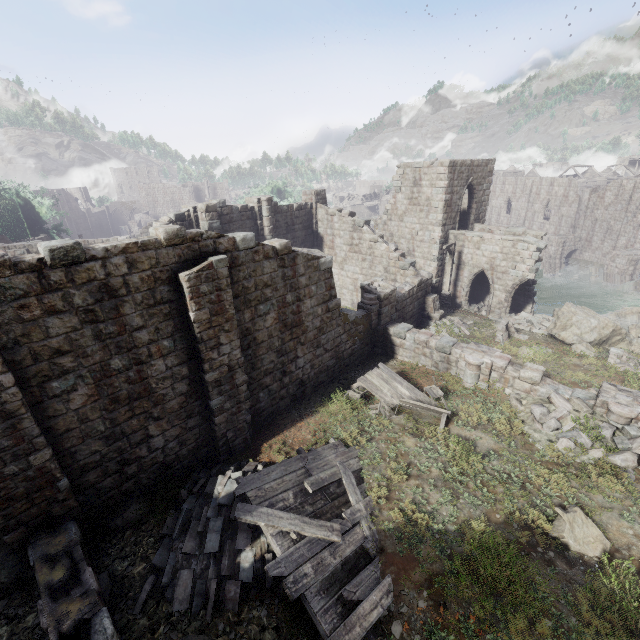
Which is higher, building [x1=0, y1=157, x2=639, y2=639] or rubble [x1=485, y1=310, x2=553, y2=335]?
building [x1=0, y1=157, x2=639, y2=639]

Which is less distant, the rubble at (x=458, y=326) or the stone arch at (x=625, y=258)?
the rubble at (x=458, y=326)

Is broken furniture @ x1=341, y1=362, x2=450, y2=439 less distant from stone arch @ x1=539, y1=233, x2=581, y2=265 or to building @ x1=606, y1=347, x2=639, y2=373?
building @ x1=606, y1=347, x2=639, y2=373

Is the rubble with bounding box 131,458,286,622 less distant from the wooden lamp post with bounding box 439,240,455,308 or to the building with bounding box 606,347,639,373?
the building with bounding box 606,347,639,373

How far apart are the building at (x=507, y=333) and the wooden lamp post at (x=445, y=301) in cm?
516

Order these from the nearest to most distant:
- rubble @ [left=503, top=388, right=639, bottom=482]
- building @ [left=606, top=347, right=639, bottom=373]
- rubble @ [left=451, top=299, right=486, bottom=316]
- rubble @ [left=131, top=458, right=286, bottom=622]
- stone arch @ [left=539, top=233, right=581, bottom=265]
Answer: rubble @ [left=131, top=458, right=286, bottom=622], rubble @ [left=503, top=388, right=639, bottom=482], building @ [left=606, top=347, right=639, bottom=373], rubble @ [left=451, top=299, right=486, bottom=316], stone arch @ [left=539, top=233, right=581, bottom=265]

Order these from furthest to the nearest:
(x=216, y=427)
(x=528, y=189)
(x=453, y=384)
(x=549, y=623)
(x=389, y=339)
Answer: (x=528, y=189) → (x=389, y=339) → (x=453, y=384) → (x=216, y=427) → (x=549, y=623)

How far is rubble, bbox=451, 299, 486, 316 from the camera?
23.3 meters
